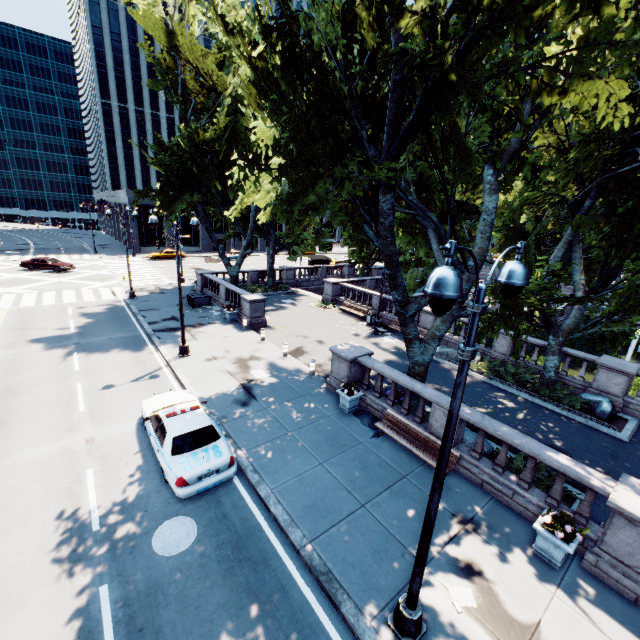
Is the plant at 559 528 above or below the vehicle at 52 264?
above

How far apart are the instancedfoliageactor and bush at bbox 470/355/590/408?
11.02m

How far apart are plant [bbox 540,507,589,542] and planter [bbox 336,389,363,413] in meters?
6.7

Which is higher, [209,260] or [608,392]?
[608,392]

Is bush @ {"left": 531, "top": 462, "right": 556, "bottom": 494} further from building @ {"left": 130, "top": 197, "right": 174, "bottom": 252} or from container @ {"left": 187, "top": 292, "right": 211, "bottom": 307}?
building @ {"left": 130, "top": 197, "right": 174, "bottom": 252}

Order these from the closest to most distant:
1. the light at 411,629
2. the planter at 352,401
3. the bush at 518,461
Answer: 1. the light at 411,629
2. the bush at 518,461
3. the planter at 352,401

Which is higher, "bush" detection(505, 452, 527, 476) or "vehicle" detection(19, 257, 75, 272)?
"vehicle" detection(19, 257, 75, 272)

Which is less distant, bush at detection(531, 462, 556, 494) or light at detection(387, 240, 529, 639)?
light at detection(387, 240, 529, 639)
